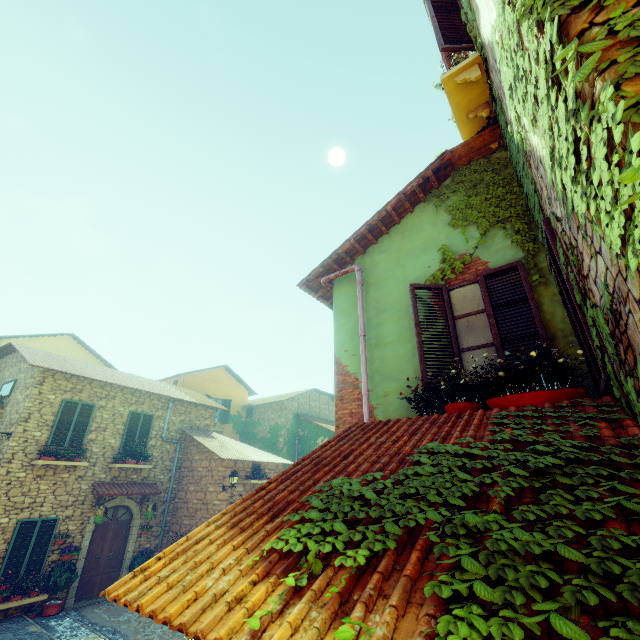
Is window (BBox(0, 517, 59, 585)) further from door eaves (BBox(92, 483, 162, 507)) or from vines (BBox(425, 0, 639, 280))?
vines (BBox(425, 0, 639, 280))

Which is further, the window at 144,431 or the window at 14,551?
the window at 144,431

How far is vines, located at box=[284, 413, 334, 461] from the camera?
21.0 meters

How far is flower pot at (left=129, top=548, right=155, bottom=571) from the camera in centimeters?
1206cm

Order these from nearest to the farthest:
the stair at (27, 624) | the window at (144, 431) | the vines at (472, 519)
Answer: the vines at (472, 519), the stair at (27, 624), the window at (144, 431)

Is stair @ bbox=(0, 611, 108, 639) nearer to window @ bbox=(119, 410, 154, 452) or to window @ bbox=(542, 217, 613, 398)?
window @ bbox=(542, 217, 613, 398)

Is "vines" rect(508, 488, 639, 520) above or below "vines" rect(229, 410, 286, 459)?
below

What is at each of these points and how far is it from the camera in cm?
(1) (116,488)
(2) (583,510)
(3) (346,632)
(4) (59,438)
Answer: (1) door eaves, 1216
(2) vines, 130
(3) vines, 106
(4) window, 1131
